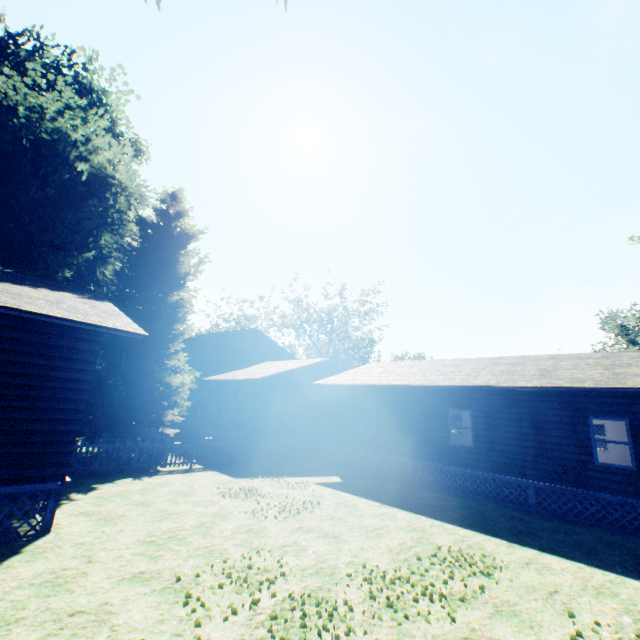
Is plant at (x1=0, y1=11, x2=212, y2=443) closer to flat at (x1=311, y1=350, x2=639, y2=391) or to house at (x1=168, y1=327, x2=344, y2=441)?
house at (x1=168, y1=327, x2=344, y2=441)

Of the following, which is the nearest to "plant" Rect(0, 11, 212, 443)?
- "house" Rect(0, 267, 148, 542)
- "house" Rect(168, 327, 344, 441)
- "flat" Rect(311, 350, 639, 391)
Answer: "house" Rect(0, 267, 148, 542)

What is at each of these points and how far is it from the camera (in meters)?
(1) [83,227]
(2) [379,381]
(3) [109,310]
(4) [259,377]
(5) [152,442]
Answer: (1) plant, 18.58
(2) flat, 16.70
(3) house, 9.30
(4) house, 19.14
(5) fence, 13.72

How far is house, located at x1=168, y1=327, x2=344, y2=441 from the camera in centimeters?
2044cm

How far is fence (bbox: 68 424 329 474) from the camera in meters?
12.2 m

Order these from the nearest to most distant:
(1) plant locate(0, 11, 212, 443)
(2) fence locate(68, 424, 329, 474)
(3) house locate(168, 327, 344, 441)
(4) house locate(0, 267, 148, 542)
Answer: (4) house locate(0, 267, 148, 542), (2) fence locate(68, 424, 329, 474), (1) plant locate(0, 11, 212, 443), (3) house locate(168, 327, 344, 441)

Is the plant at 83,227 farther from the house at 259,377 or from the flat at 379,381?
the flat at 379,381

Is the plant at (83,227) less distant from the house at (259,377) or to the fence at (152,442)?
the fence at (152,442)
